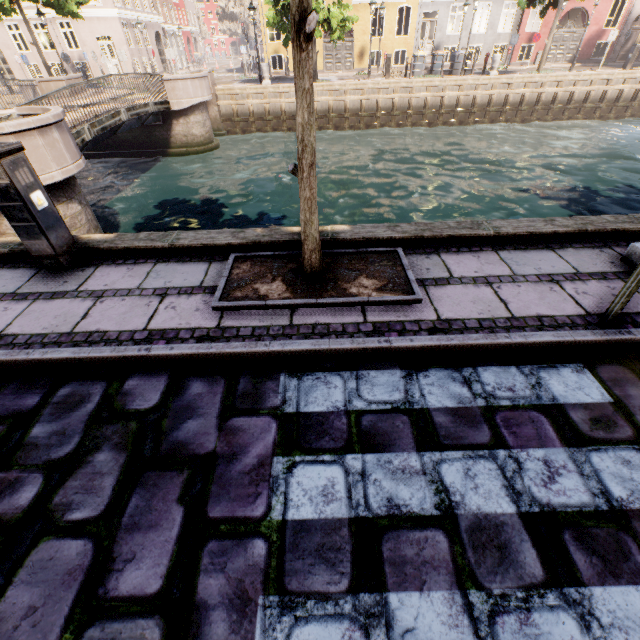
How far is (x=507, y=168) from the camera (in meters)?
13.67

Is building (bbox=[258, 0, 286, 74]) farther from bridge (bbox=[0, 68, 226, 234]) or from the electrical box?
bridge (bbox=[0, 68, 226, 234])

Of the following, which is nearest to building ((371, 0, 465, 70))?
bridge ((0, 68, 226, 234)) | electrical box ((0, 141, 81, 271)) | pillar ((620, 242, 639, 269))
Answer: pillar ((620, 242, 639, 269))

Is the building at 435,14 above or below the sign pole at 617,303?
above

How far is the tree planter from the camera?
3.0m

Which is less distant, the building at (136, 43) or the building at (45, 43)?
the building at (45, 43)

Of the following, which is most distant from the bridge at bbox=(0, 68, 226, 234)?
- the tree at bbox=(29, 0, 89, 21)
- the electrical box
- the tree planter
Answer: the tree planter

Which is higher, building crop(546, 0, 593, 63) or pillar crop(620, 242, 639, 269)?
building crop(546, 0, 593, 63)
